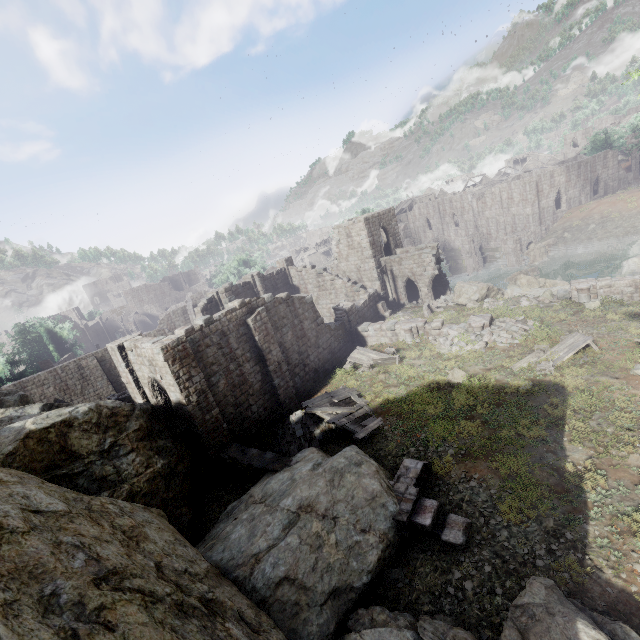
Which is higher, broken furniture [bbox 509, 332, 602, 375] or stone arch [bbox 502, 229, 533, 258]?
broken furniture [bbox 509, 332, 602, 375]

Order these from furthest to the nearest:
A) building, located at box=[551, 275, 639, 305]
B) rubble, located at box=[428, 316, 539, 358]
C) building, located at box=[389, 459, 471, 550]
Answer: building, located at box=[551, 275, 639, 305] → rubble, located at box=[428, 316, 539, 358] → building, located at box=[389, 459, 471, 550]

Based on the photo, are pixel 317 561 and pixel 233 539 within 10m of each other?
yes

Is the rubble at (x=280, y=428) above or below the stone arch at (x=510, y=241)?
above

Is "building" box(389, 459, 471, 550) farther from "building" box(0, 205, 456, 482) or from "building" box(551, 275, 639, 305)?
"building" box(551, 275, 639, 305)

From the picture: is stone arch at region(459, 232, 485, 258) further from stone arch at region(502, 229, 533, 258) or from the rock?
the rock

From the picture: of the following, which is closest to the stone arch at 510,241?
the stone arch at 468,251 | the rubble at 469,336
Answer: the stone arch at 468,251

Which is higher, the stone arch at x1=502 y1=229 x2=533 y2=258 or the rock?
the rock
